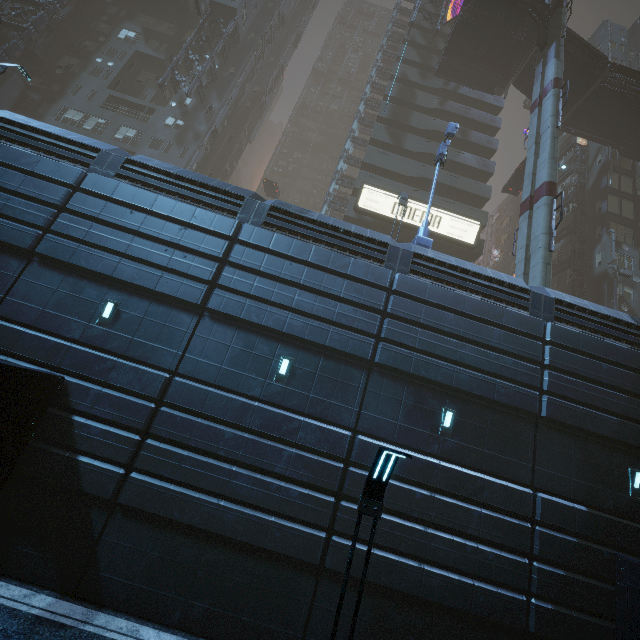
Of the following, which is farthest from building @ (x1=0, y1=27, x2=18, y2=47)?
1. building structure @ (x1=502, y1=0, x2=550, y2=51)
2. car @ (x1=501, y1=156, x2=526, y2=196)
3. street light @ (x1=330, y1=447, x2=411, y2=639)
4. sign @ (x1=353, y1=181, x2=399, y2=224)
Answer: building structure @ (x1=502, y1=0, x2=550, y2=51)

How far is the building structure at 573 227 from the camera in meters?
28.4

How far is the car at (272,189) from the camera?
35.56m

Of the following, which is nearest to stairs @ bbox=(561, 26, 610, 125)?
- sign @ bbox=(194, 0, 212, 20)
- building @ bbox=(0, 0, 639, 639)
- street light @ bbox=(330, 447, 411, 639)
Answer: building @ bbox=(0, 0, 639, 639)

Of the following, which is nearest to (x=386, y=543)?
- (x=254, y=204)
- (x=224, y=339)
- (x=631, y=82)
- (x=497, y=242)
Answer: (x=224, y=339)

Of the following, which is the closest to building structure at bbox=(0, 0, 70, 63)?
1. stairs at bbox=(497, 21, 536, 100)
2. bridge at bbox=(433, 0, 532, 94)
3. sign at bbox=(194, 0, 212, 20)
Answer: sign at bbox=(194, 0, 212, 20)

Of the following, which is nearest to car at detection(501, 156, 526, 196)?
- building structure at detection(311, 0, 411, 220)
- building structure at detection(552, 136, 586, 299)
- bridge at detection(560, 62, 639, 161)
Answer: building structure at detection(311, 0, 411, 220)

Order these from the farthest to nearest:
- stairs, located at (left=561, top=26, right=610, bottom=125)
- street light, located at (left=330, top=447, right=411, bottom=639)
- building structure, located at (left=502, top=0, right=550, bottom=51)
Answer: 1. stairs, located at (left=561, top=26, right=610, bottom=125)
2. building structure, located at (left=502, top=0, right=550, bottom=51)
3. street light, located at (left=330, top=447, right=411, bottom=639)
